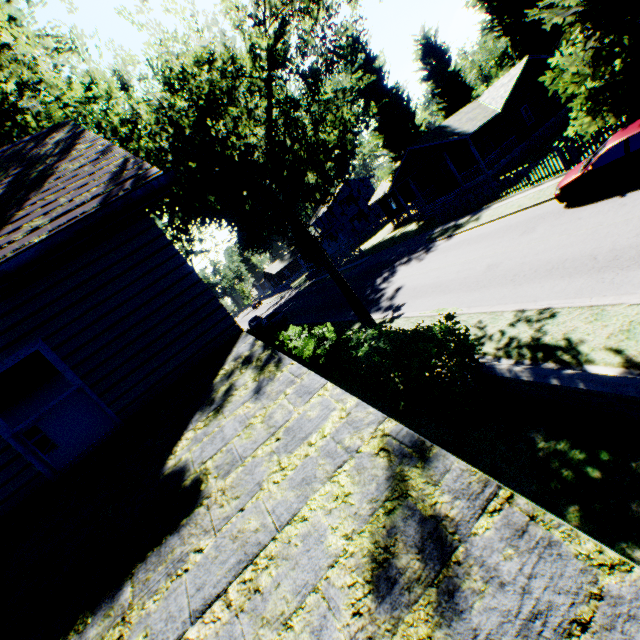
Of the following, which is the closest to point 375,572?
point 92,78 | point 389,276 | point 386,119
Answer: point 92,78

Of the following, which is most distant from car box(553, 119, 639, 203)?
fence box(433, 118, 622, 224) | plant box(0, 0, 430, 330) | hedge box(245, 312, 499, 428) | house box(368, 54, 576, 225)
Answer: hedge box(245, 312, 499, 428)

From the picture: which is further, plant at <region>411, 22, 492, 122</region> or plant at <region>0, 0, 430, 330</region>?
plant at <region>411, 22, 492, 122</region>

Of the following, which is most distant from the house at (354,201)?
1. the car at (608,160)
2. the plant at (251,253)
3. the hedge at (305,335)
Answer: the hedge at (305,335)

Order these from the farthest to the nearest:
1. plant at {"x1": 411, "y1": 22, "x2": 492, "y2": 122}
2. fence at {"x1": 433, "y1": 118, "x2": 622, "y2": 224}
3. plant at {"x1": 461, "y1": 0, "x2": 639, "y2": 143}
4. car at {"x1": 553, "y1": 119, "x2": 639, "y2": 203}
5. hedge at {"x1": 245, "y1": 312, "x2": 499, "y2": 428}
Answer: plant at {"x1": 411, "y1": 22, "x2": 492, "y2": 122} → fence at {"x1": 433, "y1": 118, "x2": 622, "y2": 224} → plant at {"x1": 461, "y1": 0, "x2": 639, "y2": 143} → car at {"x1": 553, "y1": 119, "x2": 639, "y2": 203} → hedge at {"x1": 245, "y1": 312, "x2": 499, "y2": 428}

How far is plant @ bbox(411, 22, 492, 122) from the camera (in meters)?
39.12

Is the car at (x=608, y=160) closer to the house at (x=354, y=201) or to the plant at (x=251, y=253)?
the plant at (x=251, y=253)

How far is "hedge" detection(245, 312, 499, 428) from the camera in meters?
6.4
